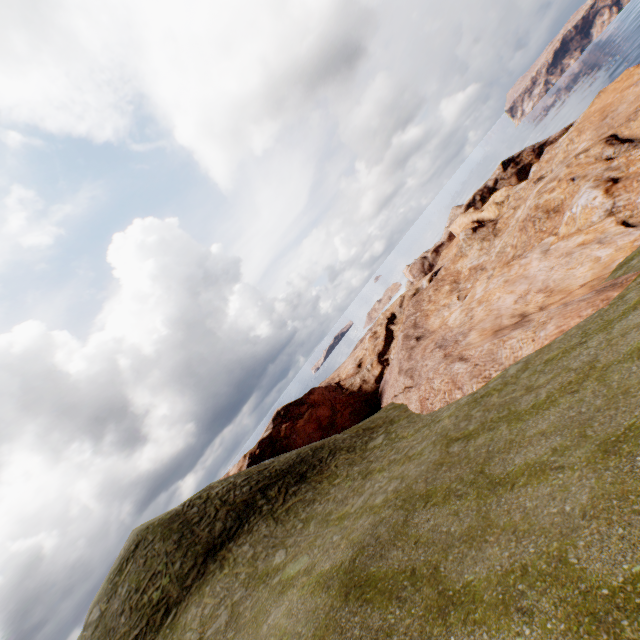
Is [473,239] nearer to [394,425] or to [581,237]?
[581,237]
